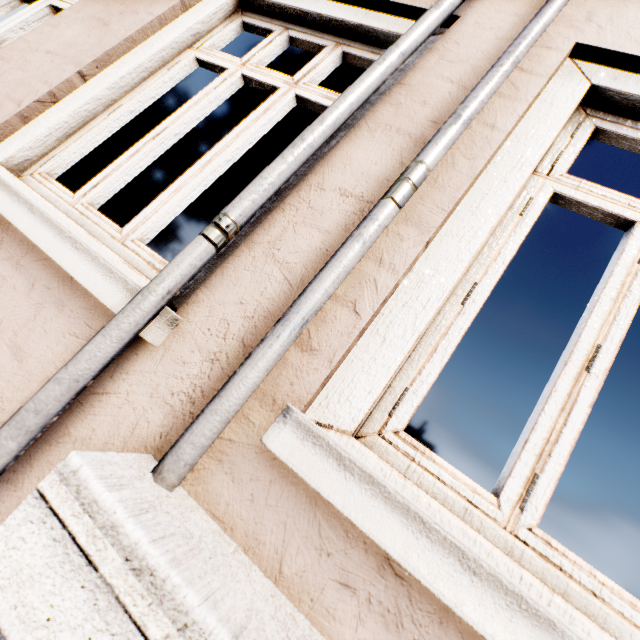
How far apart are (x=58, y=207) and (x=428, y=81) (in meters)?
1.70
